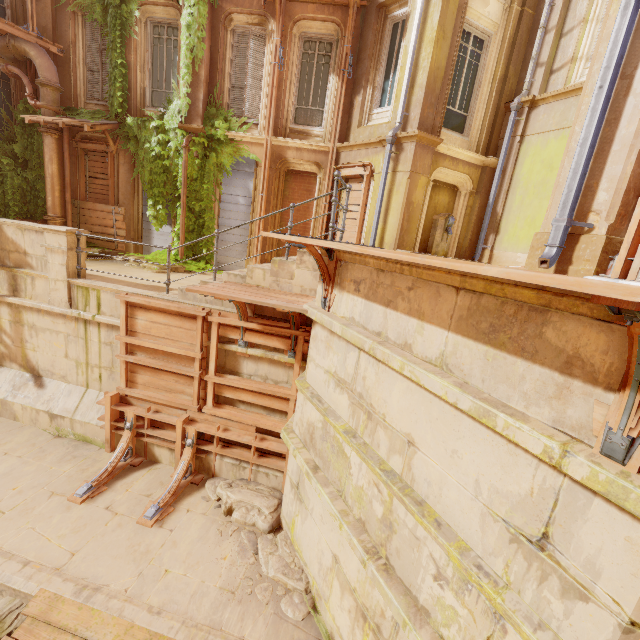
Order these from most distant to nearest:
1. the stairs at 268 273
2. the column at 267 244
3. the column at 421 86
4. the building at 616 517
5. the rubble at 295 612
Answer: the column at 267 244 < the column at 421 86 < the stairs at 268 273 < the rubble at 295 612 < the building at 616 517

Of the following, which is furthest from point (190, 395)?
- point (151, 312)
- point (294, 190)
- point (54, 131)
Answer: point (54, 131)

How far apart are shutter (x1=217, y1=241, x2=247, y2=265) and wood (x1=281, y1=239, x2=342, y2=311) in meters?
7.9 m

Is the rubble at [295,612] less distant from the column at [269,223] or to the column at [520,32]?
the column at [269,223]

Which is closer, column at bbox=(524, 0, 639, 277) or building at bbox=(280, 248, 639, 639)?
building at bbox=(280, 248, 639, 639)

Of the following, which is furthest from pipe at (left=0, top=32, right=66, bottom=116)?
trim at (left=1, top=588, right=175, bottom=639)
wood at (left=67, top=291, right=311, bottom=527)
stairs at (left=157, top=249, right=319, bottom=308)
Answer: trim at (left=1, top=588, right=175, bottom=639)

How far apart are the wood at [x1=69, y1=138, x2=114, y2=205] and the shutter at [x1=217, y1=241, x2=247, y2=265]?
3.91m

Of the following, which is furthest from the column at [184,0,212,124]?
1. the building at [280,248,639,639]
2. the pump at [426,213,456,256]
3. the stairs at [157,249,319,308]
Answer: the building at [280,248,639,639]
